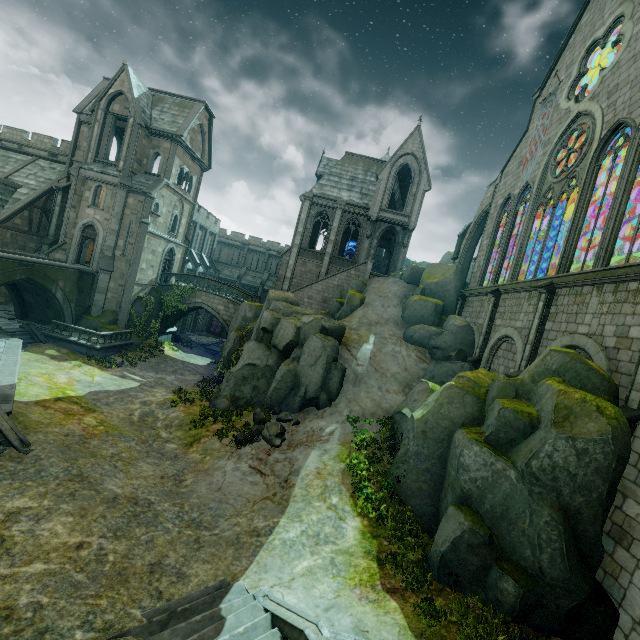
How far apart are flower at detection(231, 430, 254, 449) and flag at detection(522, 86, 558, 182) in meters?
22.8

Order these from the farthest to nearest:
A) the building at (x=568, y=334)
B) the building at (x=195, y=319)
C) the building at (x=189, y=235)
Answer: the building at (x=195, y=319), the building at (x=189, y=235), the building at (x=568, y=334)

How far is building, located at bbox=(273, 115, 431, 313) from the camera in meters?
30.5 m

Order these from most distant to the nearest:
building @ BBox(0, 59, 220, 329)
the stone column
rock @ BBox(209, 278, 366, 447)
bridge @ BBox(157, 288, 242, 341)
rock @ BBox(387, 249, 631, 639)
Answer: bridge @ BBox(157, 288, 242, 341) < the stone column < building @ BBox(0, 59, 220, 329) < rock @ BBox(209, 278, 366, 447) < rock @ BBox(387, 249, 631, 639)

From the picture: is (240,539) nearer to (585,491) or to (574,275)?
(585,491)

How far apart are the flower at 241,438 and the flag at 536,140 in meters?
22.8

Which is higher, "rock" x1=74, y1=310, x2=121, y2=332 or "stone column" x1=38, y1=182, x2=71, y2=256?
"stone column" x1=38, y1=182, x2=71, y2=256

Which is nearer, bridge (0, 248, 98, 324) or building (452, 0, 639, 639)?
building (452, 0, 639, 639)
